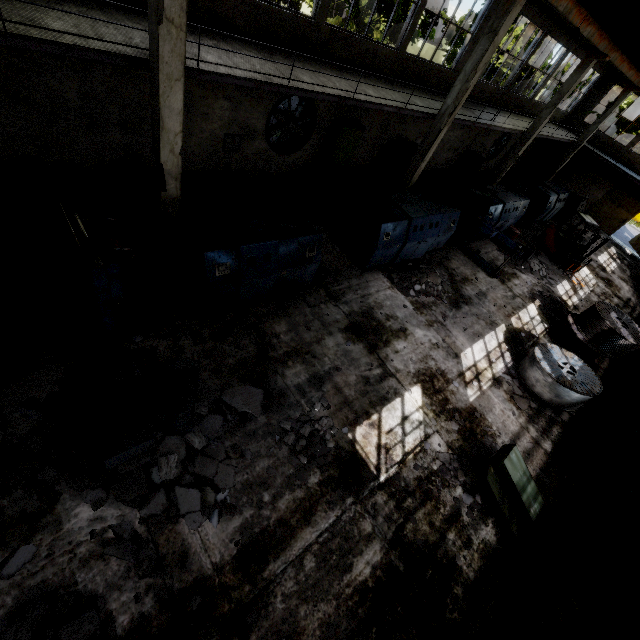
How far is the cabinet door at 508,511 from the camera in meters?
6.7 m

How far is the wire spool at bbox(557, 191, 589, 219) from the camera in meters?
22.3

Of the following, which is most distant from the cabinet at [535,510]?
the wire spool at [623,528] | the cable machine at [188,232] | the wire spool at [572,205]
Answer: the wire spool at [572,205]

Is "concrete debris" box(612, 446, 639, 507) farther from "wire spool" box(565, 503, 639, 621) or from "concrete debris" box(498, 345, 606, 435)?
"wire spool" box(565, 503, 639, 621)

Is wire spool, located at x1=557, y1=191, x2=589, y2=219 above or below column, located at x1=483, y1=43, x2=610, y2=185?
below

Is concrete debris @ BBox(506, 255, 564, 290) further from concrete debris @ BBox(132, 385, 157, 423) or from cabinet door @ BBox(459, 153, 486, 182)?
concrete debris @ BBox(132, 385, 157, 423)

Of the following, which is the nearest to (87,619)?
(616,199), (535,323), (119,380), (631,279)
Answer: (119,380)

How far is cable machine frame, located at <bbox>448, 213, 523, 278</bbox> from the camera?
13.2m
